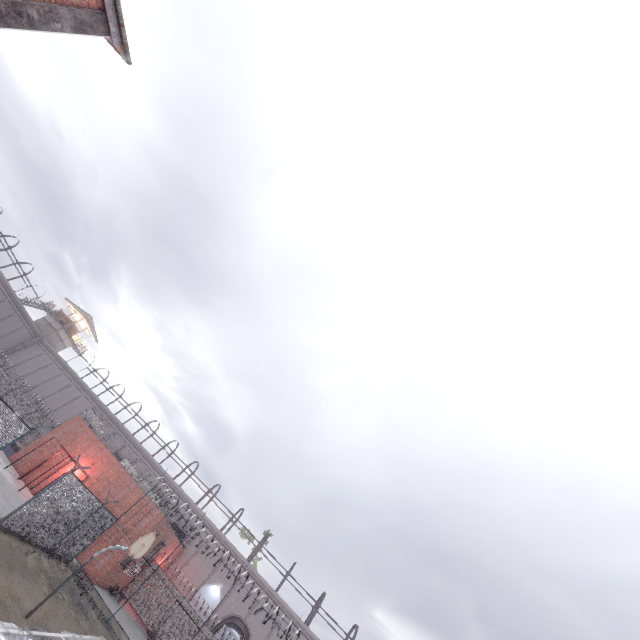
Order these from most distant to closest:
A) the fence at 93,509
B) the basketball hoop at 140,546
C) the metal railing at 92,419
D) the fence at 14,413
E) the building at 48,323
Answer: the building at 48,323 < the metal railing at 92,419 < the fence at 93,509 < the fence at 14,413 < the basketball hoop at 140,546

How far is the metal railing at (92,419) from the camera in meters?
27.3 m

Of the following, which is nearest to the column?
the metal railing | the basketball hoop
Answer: the basketball hoop

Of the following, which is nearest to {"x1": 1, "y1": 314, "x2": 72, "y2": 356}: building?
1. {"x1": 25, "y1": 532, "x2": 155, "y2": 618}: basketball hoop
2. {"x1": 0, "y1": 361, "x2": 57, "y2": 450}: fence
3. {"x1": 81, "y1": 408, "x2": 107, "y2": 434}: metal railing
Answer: {"x1": 0, "y1": 361, "x2": 57, "y2": 450}: fence

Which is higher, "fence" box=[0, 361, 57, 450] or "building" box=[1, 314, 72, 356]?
"building" box=[1, 314, 72, 356]

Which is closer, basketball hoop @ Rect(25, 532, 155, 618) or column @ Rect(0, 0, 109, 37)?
column @ Rect(0, 0, 109, 37)

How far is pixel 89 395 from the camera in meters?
42.0

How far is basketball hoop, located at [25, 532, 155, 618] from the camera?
10.5m
